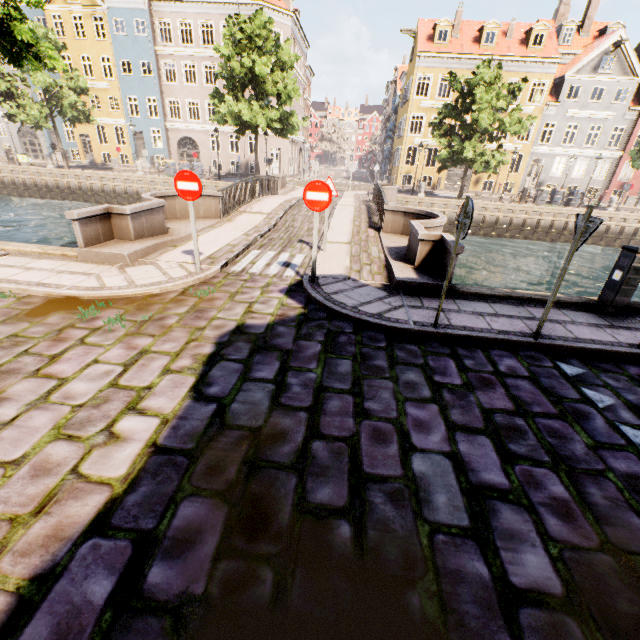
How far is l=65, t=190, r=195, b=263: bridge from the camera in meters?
6.9

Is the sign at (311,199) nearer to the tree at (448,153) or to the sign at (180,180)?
the sign at (180,180)

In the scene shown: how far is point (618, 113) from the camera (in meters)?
28.52

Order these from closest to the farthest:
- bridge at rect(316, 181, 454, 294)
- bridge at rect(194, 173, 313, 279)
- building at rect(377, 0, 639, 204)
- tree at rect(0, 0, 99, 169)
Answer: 1. tree at rect(0, 0, 99, 169)
2. bridge at rect(316, 181, 454, 294)
3. bridge at rect(194, 173, 313, 279)
4. building at rect(377, 0, 639, 204)

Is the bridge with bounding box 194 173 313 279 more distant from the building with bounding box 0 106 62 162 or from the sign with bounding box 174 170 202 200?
the building with bounding box 0 106 62 162

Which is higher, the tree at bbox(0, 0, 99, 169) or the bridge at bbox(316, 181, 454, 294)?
the tree at bbox(0, 0, 99, 169)

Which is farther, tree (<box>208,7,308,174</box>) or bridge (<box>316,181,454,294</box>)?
tree (<box>208,7,308,174</box>)

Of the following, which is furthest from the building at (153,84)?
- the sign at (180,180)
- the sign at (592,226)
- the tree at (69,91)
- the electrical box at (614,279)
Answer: the sign at (180,180)
